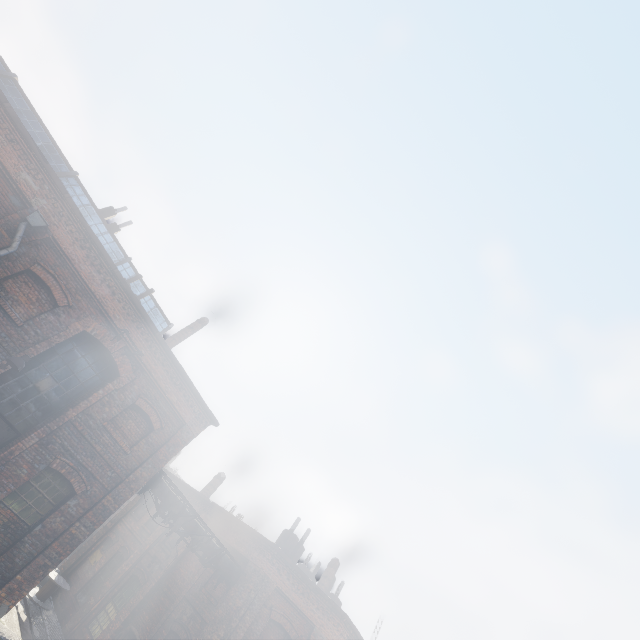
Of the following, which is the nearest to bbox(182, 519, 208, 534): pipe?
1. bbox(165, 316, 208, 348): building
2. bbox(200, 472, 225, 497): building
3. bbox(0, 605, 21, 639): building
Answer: bbox(200, 472, 225, 497): building

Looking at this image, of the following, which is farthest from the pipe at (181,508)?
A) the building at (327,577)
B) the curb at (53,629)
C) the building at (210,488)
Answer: the building at (327,577)

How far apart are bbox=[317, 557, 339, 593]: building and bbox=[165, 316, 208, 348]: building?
15.95m

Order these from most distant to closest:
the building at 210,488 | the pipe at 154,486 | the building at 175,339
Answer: the building at 210,488 < the building at 175,339 < the pipe at 154,486

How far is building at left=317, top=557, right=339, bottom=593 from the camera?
18.55m

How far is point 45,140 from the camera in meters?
14.1 m

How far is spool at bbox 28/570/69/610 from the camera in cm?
1544

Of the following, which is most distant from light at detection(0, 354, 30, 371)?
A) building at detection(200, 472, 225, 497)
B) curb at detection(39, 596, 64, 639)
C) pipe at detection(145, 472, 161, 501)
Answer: building at detection(200, 472, 225, 497)
